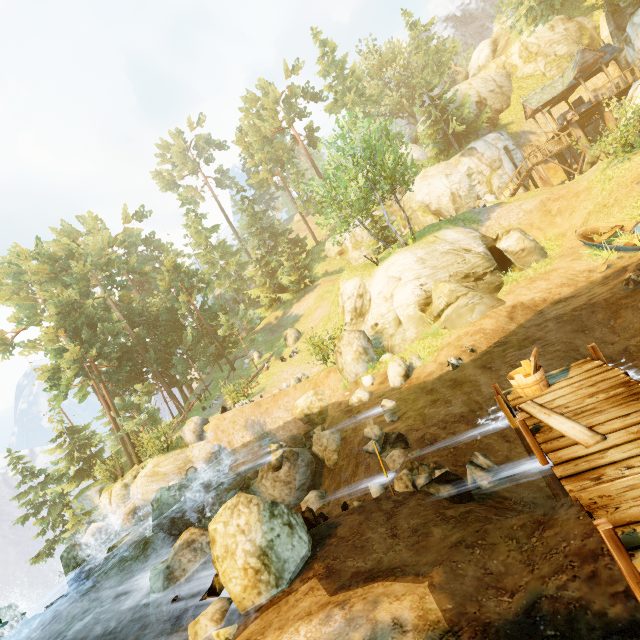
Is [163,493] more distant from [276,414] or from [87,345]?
[87,345]

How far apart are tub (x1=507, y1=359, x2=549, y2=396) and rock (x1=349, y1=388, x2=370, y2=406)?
8.4 meters

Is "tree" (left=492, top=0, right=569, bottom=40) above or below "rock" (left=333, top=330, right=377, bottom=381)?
above

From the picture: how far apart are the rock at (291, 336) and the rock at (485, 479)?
23.3 meters

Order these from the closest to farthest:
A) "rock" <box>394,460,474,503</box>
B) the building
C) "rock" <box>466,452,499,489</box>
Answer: "rock" <box>394,460,474,503</box>, "rock" <box>466,452,499,489</box>, the building

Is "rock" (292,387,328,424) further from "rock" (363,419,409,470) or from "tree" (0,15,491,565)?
"tree" (0,15,491,565)

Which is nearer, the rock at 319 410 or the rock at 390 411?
the rock at 390 411

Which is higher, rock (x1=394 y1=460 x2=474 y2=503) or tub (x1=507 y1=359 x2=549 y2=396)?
tub (x1=507 y1=359 x2=549 y2=396)
